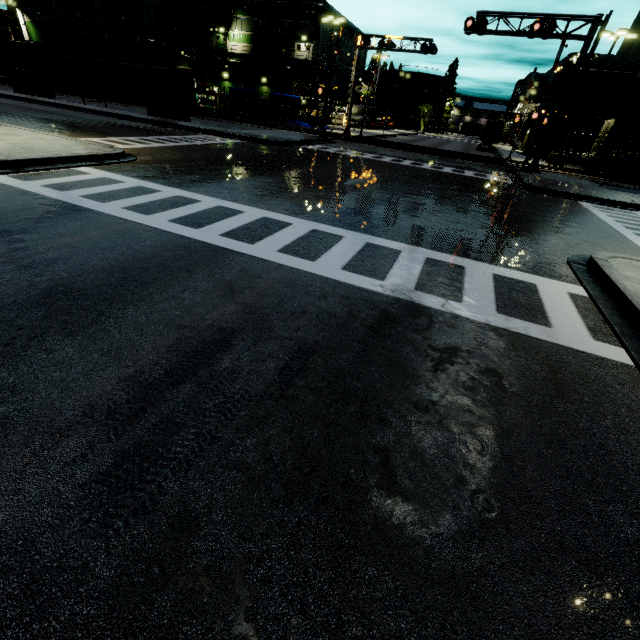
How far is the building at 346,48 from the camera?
55.53m

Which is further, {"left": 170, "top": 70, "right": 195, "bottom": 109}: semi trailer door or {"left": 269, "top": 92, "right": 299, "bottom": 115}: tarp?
{"left": 269, "top": 92, "right": 299, "bottom": 115}: tarp

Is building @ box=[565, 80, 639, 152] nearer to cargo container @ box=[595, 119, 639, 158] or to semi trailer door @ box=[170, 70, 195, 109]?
cargo container @ box=[595, 119, 639, 158]

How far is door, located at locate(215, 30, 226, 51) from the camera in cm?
5000

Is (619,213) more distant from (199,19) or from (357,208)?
(199,19)

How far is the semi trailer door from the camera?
26.4 meters

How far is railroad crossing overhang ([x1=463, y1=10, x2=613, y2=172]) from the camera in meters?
20.0 m
